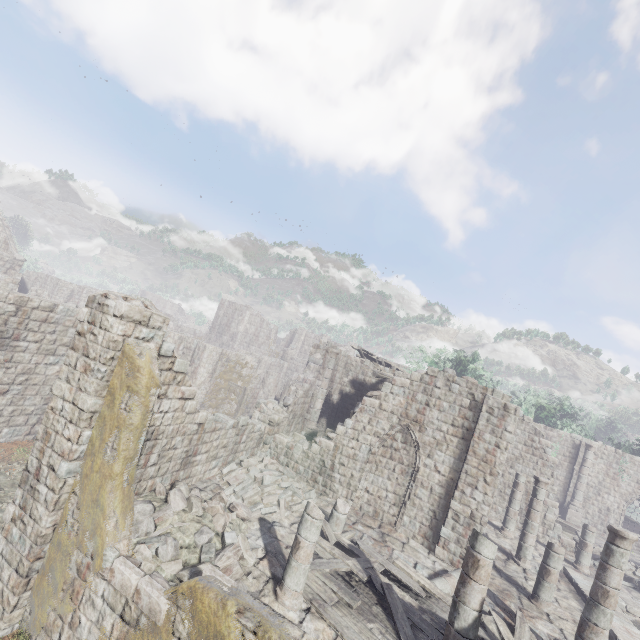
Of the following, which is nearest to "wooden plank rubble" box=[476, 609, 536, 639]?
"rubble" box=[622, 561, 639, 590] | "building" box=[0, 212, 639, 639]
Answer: "building" box=[0, 212, 639, 639]

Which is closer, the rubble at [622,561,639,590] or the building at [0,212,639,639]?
the building at [0,212,639,639]

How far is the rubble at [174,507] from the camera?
7.5m

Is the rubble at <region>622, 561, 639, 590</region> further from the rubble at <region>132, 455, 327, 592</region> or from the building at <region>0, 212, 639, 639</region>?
the rubble at <region>132, 455, 327, 592</region>

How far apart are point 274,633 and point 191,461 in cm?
731

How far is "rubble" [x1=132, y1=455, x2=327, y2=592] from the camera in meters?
7.5 m

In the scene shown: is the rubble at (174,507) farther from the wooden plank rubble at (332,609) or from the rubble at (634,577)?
the rubble at (634,577)

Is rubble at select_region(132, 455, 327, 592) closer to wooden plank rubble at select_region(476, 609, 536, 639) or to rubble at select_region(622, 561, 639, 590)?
wooden plank rubble at select_region(476, 609, 536, 639)
